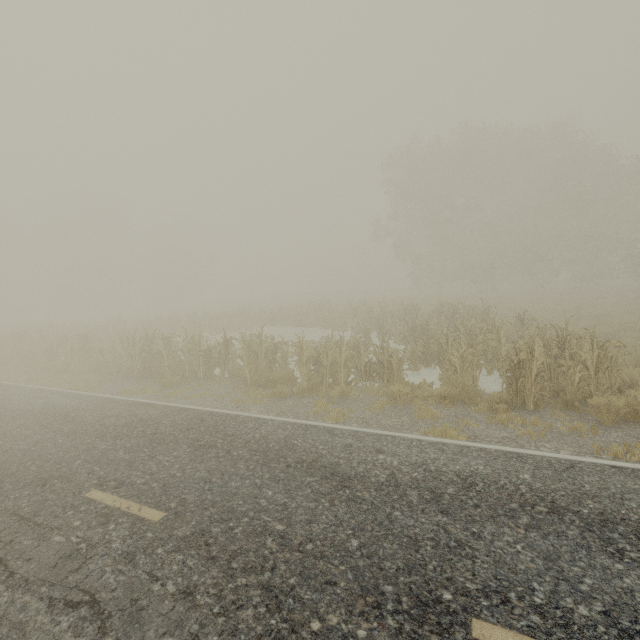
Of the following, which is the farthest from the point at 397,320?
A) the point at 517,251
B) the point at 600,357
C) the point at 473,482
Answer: the point at 517,251
